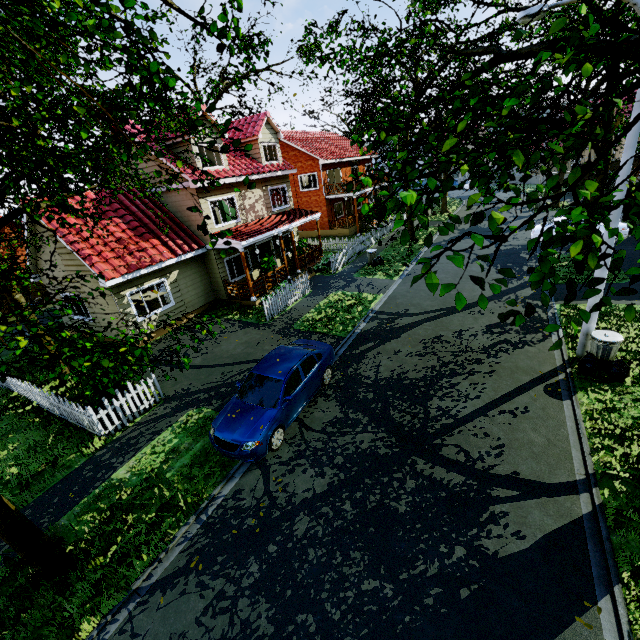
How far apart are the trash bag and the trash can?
0.02m

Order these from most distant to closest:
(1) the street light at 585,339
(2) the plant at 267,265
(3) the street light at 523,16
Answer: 1. (2) the plant at 267,265
2. (1) the street light at 585,339
3. (3) the street light at 523,16

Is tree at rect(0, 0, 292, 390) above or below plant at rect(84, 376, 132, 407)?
above

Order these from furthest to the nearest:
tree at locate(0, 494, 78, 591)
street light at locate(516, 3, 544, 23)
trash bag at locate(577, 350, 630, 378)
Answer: trash bag at locate(577, 350, 630, 378) → street light at locate(516, 3, 544, 23) → tree at locate(0, 494, 78, 591)

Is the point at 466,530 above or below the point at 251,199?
below

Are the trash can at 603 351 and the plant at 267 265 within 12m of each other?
no

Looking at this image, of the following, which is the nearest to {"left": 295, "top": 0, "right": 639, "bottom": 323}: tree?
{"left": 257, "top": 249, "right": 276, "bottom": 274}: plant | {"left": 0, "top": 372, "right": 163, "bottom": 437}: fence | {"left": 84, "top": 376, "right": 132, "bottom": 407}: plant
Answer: {"left": 0, "top": 372, "right": 163, "bottom": 437}: fence

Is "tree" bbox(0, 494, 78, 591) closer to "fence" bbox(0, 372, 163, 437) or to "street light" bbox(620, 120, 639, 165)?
"fence" bbox(0, 372, 163, 437)
